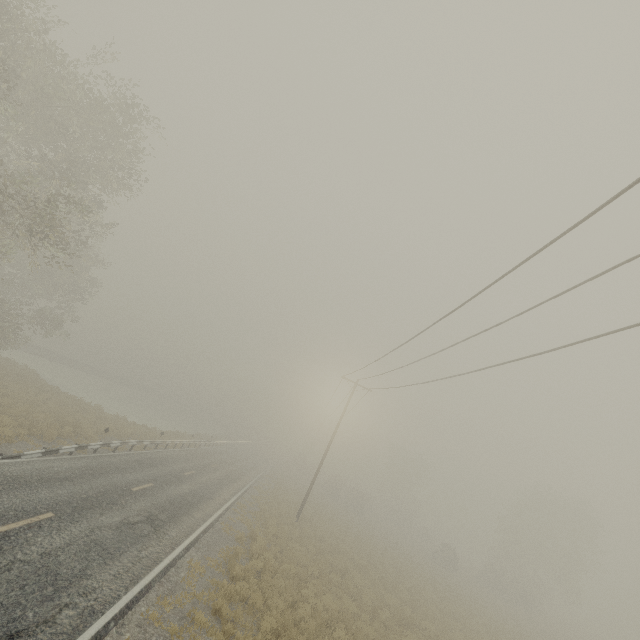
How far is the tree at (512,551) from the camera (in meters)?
37.66

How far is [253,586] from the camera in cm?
1175

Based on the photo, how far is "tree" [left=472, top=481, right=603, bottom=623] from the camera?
37.7 meters
